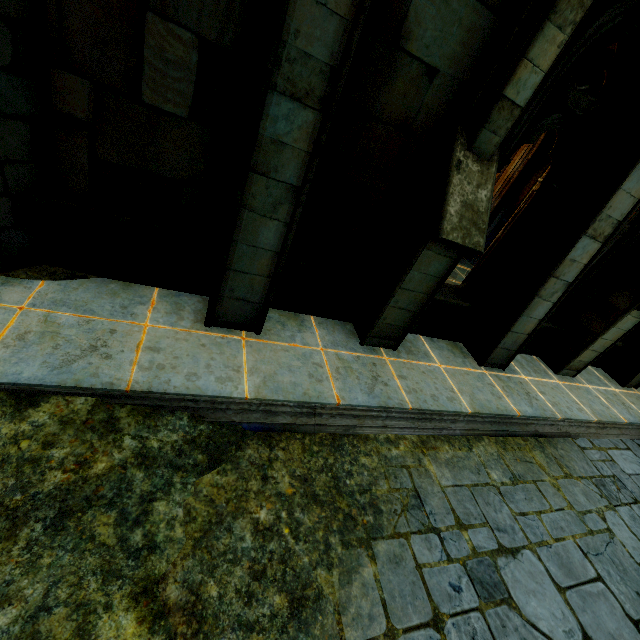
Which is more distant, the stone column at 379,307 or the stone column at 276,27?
Result: the stone column at 379,307

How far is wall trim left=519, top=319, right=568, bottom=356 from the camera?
6.7m

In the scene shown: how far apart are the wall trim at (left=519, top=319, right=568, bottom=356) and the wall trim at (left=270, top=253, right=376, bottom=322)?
3.14m

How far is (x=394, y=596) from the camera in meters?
2.8 m

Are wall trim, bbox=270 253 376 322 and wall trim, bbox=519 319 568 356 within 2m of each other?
no

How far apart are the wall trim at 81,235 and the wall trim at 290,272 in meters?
0.7 m

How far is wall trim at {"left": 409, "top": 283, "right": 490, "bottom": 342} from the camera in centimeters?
562cm

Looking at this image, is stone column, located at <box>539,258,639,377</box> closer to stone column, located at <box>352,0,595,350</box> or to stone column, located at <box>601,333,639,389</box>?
stone column, located at <box>601,333,639,389</box>
